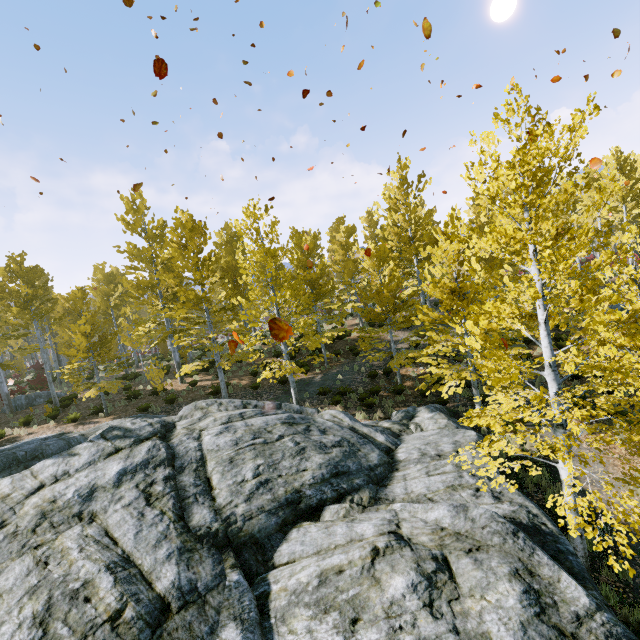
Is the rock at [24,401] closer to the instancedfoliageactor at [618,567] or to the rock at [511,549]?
the instancedfoliageactor at [618,567]

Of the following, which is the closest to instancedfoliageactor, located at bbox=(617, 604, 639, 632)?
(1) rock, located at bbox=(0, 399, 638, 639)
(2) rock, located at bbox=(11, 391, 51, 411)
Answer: (1) rock, located at bbox=(0, 399, 638, 639)

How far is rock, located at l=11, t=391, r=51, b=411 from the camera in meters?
20.4

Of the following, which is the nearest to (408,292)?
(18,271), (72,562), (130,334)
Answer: (72,562)

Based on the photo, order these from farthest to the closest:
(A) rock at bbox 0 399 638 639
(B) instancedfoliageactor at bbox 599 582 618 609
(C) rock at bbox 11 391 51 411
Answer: (C) rock at bbox 11 391 51 411 → (B) instancedfoliageactor at bbox 599 582 618 609 → (A) rock at bbox 0 399 638 639

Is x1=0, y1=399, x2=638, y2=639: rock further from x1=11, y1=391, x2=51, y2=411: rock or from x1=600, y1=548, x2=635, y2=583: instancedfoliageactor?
x1=11, y1=391, x2=51, y2=411: rock
